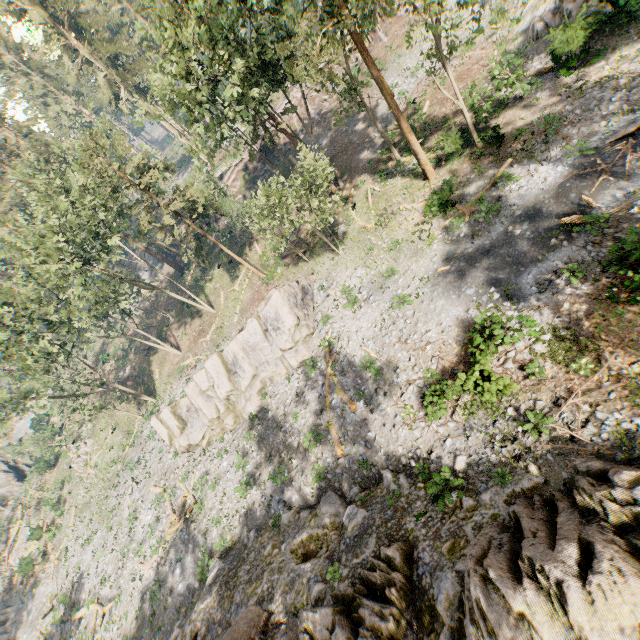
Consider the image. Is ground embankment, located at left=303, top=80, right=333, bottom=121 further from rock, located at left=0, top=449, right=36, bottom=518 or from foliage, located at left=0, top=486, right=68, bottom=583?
rock, located at left=0, top=449, right=36, bottom=518

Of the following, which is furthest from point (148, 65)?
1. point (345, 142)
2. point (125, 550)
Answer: point (125, 550)

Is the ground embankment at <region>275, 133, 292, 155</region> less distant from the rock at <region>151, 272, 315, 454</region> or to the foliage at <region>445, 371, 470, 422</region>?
the foliage at <region>445, 371, 470, 422</region>

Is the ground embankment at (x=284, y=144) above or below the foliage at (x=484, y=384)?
above

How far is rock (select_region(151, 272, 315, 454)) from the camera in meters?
24.9 m

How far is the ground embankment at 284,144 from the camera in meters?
41.9 m

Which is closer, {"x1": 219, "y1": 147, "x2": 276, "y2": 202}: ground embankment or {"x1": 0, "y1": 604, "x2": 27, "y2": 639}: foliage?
{"x1": 0, "y1": 604, "x2": 27, "y2": 639}: foliage
